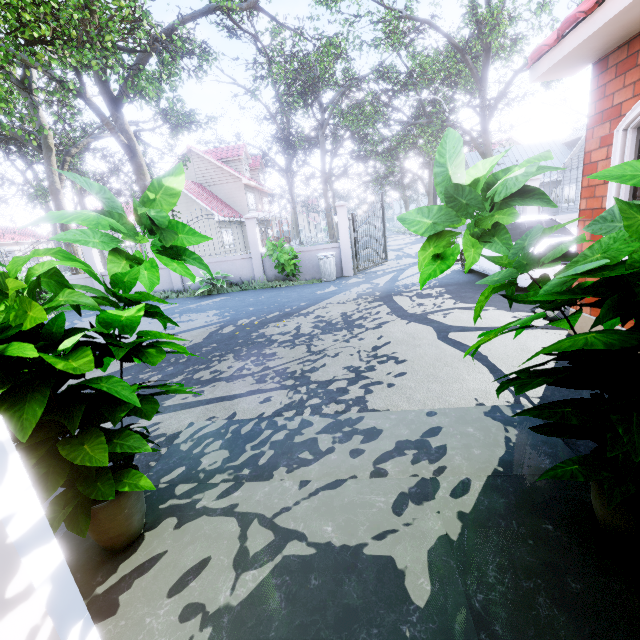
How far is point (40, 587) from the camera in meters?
0.8

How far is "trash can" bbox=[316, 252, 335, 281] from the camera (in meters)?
10.86

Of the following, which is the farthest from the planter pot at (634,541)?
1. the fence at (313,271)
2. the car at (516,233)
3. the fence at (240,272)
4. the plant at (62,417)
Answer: the fence at (313,271)

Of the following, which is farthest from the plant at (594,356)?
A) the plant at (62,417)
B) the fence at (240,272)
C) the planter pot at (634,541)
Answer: the fence at (240,272)

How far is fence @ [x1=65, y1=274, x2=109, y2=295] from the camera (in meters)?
12.78

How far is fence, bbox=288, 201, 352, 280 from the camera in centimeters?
1118cm

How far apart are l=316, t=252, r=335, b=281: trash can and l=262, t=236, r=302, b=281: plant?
0.6 meters

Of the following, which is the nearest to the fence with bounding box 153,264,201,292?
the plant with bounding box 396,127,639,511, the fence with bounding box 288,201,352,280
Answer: the plant with bounding box 396,127,639,511
